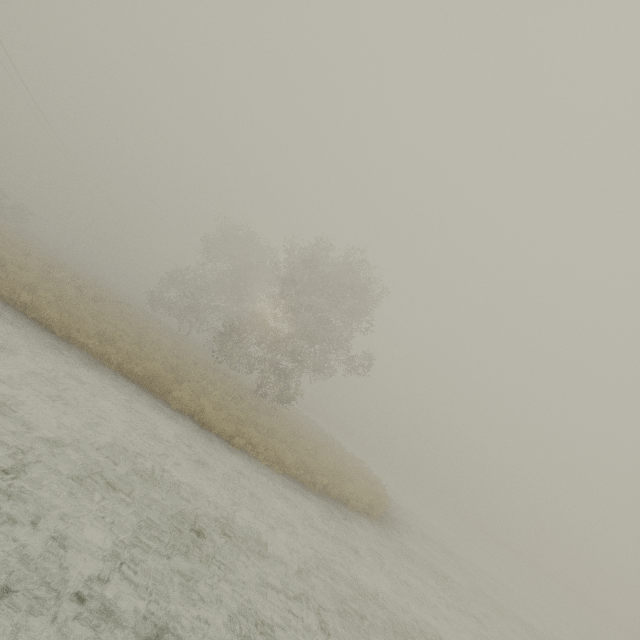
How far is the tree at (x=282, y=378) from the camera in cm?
2069

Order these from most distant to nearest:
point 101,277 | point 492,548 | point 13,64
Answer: point 101,277 < point 492,548 < point 13,64

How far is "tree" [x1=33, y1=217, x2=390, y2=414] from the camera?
20.7m
